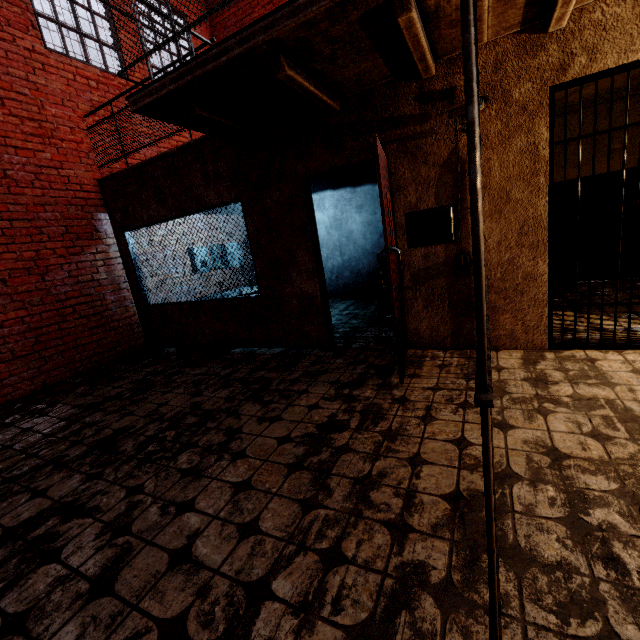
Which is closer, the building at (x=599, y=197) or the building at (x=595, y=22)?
the building at (x=595, y=22)

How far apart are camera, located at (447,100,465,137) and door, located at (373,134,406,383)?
0.5m

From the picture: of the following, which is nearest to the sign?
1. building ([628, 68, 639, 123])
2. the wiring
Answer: the wiring

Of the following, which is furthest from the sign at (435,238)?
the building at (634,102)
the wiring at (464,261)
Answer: the building at (634,102)

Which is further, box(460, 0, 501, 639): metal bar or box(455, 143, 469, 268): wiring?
box(455, 143, 469, 268): wiring

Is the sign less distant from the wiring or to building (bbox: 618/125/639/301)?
the wiring

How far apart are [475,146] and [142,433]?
3.3m

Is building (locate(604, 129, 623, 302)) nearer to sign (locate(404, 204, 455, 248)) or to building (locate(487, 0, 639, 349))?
building (locate(487, 0, 639, 349))
